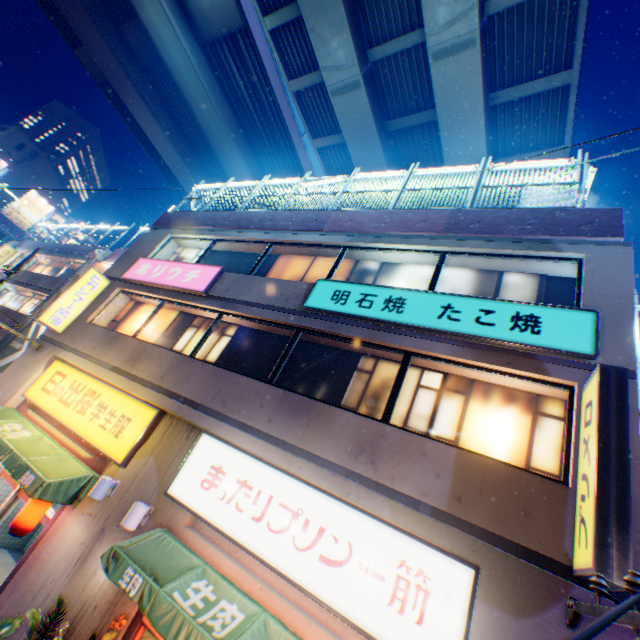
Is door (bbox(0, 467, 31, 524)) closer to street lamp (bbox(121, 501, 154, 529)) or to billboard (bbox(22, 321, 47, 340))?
street lamp (bbox(121, 501, 154, 529))

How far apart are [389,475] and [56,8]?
38.1m

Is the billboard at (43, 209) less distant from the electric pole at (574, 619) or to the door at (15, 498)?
the door at (15, 498)

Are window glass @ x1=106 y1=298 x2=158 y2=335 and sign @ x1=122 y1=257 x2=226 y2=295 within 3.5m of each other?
yes

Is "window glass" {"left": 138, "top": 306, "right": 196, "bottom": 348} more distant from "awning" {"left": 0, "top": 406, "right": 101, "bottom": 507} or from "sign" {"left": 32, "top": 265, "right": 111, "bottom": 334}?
"awning" {"left": 0, "top": 406, "right": 101, "bottom": 507}

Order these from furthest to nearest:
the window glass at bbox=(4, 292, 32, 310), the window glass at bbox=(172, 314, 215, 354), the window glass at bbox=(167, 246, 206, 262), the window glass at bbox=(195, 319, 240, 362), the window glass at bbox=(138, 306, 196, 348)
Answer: the window glass at bbox=(4, 292, 32, 310) → the window glass at bbox=(167, 246, 206, 262) → the window glass at bbox=(138, 306, 196, 348) → the window glass at bbox=(172, 314, 215, 354) → the window glass at bbox=(195, 319, 240, 362)

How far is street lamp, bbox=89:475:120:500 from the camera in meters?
6.6

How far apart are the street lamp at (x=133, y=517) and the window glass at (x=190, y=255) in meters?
7.9
